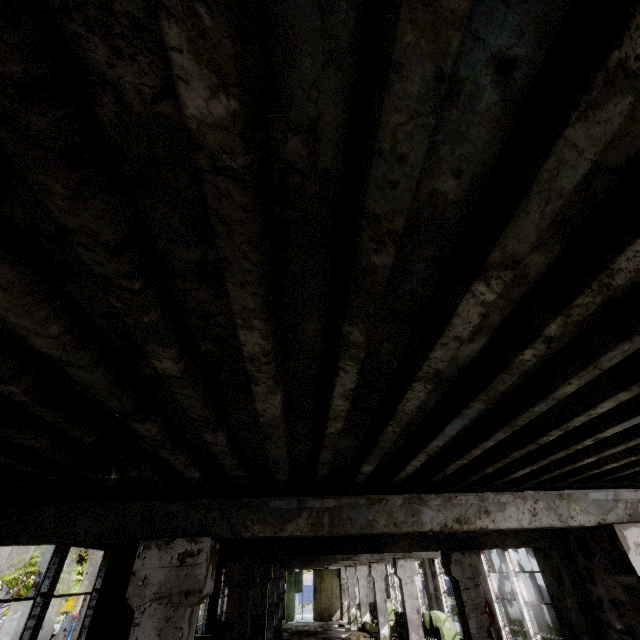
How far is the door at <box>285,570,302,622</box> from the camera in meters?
30.8

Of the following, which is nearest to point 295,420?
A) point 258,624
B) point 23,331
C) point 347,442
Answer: point 347,442

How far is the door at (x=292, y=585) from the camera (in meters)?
30.78

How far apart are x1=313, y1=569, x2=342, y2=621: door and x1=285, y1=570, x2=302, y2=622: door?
1.96m

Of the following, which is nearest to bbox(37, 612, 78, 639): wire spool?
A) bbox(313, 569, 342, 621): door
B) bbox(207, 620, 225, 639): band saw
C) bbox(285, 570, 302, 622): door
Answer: bbox(207, 620, 225, 639): band saw

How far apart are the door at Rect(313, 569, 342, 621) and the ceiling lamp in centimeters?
3881cm

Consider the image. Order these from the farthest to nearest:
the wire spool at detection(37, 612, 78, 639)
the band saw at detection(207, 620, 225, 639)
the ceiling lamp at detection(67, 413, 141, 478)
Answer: the wire spool at detection(37, 612, 78, 639) < the band saw at detection(207, 620, 225, 639) < the ceiling lamp at detection(67, 413, 141, 478)

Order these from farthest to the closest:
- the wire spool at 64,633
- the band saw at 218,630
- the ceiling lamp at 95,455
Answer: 1. the wire spool at 64,633
2. the band saw at 218,630
3. the ceiling lamp at 95,455
